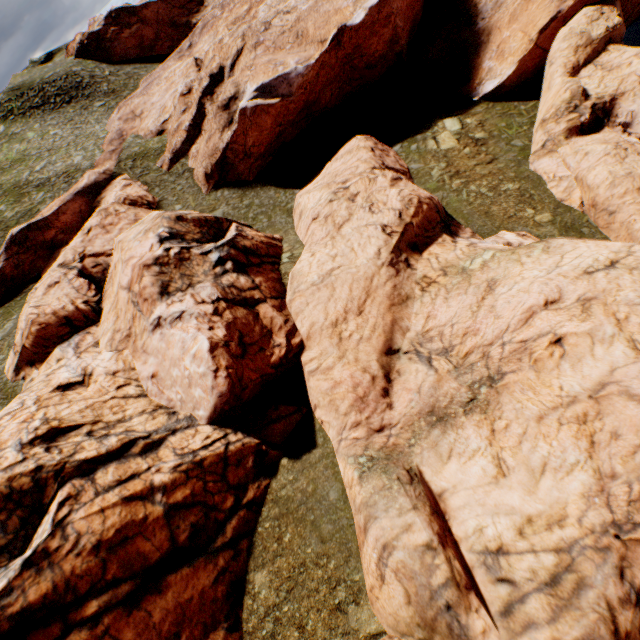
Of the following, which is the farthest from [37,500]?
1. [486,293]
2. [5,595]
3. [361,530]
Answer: [486,293]
